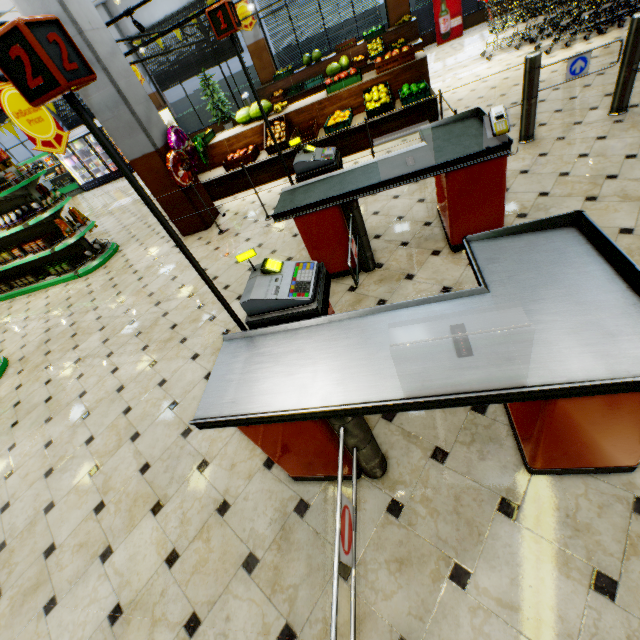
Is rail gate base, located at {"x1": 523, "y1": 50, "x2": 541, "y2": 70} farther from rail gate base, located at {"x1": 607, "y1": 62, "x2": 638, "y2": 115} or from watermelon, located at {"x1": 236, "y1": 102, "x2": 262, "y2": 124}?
watermelon, located at {"x1": 236, "y1": 102, "x2": 262, "y2": 124}

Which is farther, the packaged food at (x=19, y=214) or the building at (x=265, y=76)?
the building at (x=265, y=76)

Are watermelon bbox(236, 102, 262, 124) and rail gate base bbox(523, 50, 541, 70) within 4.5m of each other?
no

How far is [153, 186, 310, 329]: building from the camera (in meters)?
4.60

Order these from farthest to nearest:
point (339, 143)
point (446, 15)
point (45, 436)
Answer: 1. point (446, 15)
2. point (339, 143)
3. point (45, 436)

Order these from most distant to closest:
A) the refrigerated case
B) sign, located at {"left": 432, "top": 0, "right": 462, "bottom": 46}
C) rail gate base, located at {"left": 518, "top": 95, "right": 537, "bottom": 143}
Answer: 1. the refrigerated case
2. sign, located at {"left": 432, "top": 0, "right": 462, "bottom": 46}
3. rail gate base, located at {"left": 518, "top": 95, "right": 537, "bottom": 143}

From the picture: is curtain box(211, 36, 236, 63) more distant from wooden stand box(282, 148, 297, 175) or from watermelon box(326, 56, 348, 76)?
wooden stand box(282, 148, 297, 175)

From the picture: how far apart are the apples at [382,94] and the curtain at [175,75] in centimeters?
891cm
